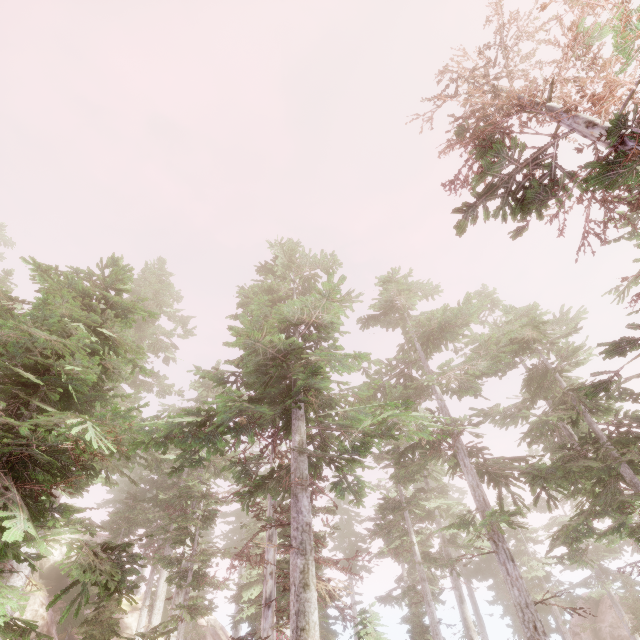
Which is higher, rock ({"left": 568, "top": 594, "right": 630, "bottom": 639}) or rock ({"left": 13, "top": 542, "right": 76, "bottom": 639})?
rock ({"left": 13, "top": 542, "right": 76, "bottom": 639})

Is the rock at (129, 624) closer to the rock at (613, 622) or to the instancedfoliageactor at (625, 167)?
the instancedfoliageactor at (625, 167)

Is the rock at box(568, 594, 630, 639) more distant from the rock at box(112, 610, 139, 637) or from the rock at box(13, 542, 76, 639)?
the rock at box(13, 542, 76, 639)

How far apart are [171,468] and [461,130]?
15.65m

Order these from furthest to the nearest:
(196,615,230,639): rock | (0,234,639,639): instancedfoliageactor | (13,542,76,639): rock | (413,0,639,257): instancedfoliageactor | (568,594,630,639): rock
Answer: (196,615,230,639): rock < (568,594,630,639): rock < (13,542,76,639): rock < (0,234,639,639): instancedfoliageactor < (413,0,639,257): instancedfoliageactor

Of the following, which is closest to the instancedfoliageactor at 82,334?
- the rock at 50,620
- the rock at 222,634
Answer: the rock at 50,620

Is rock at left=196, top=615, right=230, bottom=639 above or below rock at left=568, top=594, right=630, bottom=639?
above

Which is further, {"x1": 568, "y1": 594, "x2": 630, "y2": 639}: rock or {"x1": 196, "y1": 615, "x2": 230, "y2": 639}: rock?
{"x1": 196, "y1": 615, "x2": 230, "y2": 639}: rock
